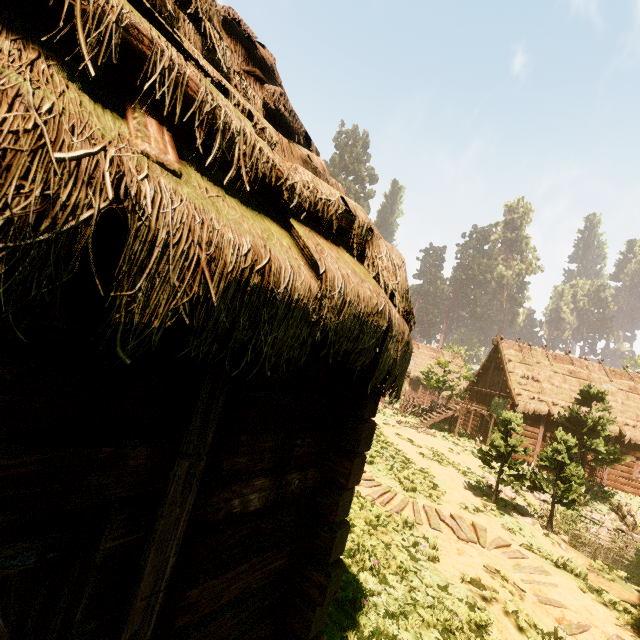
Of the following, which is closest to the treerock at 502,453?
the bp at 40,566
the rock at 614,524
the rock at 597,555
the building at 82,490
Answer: the building at 82,490

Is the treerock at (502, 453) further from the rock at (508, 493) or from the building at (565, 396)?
the rock at (508, 493)

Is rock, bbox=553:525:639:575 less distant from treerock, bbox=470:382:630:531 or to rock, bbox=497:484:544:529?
rock, bbox=497:484:544:529

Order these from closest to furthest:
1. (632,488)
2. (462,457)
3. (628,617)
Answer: (628,617), (462,457), (632,488)

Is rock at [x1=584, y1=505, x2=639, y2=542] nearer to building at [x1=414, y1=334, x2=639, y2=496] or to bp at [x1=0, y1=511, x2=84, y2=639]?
building at [x1=414, y1=334, x2=639, y2=496]

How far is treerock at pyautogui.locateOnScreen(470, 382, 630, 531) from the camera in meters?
11.9

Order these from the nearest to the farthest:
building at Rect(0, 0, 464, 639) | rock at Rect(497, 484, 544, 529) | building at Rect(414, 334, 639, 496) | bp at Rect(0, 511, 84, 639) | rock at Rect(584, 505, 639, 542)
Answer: building at Rect(0, 0, 464, 639) → bp at Rect(0, 511, 84, 639) → rock at Rect(497, 484, 544, 529) → rock at Rect(584, 505, 639, 542) → building at Rect(414, 334, 639, 496)
